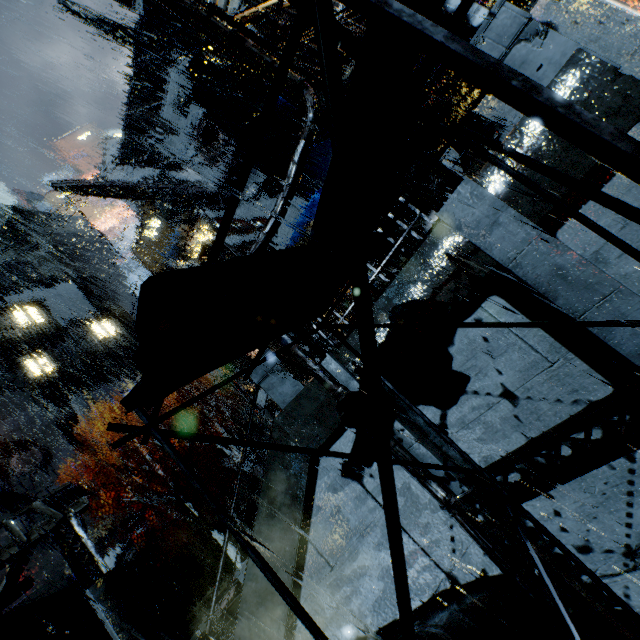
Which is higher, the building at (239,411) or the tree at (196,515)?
the building at (239,411)

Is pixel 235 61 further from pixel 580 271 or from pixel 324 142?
pixel 324 142

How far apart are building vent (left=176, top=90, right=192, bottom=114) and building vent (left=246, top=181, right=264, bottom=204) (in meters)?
10.77

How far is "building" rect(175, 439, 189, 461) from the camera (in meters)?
37.88

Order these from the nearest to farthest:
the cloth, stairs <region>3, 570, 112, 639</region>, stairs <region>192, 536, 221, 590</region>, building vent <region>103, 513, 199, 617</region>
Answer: stairs <region>3, 570, 112, 639</region> → building vent <region>103, 513, 199, 617</region> → stairs <region>192, 536, 221, 590</region> → the cloth

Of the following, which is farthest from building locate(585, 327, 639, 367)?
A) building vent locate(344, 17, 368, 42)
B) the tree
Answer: the tree

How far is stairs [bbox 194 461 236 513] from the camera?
28.2m

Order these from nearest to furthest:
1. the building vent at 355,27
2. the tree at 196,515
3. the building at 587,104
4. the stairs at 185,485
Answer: the building at 587,104, the building vent at 355,27, the tree at 196,515, the stairs at 185,485
